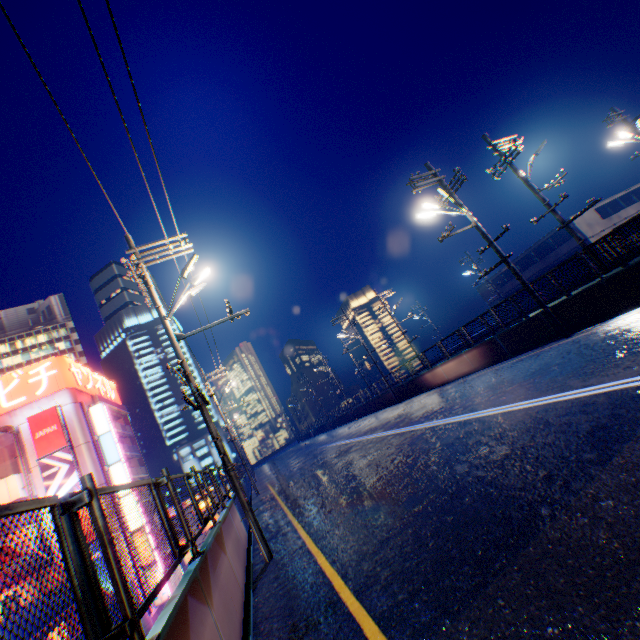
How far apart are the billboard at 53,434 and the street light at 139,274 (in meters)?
31.03

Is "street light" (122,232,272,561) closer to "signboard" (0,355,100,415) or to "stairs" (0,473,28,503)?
"stairs" (0,473,28,503)

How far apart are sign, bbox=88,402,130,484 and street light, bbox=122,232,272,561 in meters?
32.2

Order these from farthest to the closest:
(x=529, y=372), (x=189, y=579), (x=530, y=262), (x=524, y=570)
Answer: (x=530, y=262)
(x=529, y=372)
(x=189, y=579)
(x=524, y=570)

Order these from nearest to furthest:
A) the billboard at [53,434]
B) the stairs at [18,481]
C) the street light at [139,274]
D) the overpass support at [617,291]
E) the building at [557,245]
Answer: the street light at [139,274] < the overpass support at [617,291] < the stairs at [18,481] < the billboard at [53,434] < the building at [557,245]

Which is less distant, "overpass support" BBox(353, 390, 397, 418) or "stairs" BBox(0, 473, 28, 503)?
"stairs" BBox(0, 473, 28, 503)

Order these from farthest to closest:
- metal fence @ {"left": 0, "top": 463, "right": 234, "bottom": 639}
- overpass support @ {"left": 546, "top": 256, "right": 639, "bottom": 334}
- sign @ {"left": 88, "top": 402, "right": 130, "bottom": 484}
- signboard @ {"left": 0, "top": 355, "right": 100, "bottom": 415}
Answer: sign @ {"left": 88, "top": 402, "right": 130, "bottom": 484} → signboard @ {"left": 0, "top": 355, "right": 100, "bottom": 415} → overpass support @ {"left": 546, "top": 256, "right": 639, "bottom": 334} → metal fence @ {"left": 0, "top": 463, "right": 234, "bottom": 639}

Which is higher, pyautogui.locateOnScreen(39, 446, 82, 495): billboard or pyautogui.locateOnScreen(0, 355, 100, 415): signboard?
pyautogui.locateOnScreen(0, 355, 100, 415): signboard
